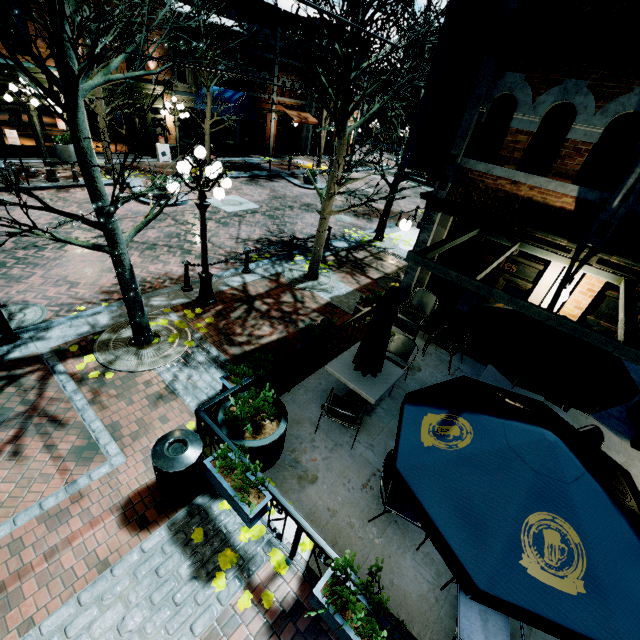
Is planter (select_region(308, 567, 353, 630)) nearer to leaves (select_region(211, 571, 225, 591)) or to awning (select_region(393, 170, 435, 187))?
leaves (select_region(211, 571, 225, 591))

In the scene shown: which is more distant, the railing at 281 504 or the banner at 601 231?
the banner at 601 231

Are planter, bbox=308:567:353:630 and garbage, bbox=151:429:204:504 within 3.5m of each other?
yes

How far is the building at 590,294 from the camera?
6.07m

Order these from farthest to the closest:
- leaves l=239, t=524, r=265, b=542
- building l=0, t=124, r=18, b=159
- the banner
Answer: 1. building l=0, t=124, r=18, b=159
2. the banner
3. leaves l=239, t=524, r=265, b=542

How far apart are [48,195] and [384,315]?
15.2m

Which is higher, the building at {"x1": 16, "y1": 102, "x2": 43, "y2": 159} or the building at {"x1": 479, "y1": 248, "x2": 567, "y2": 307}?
the building at {"x1": 479, "y1": 248, "x2": 567, "y2": 307}

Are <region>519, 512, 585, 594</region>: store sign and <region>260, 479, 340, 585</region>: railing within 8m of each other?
yes
